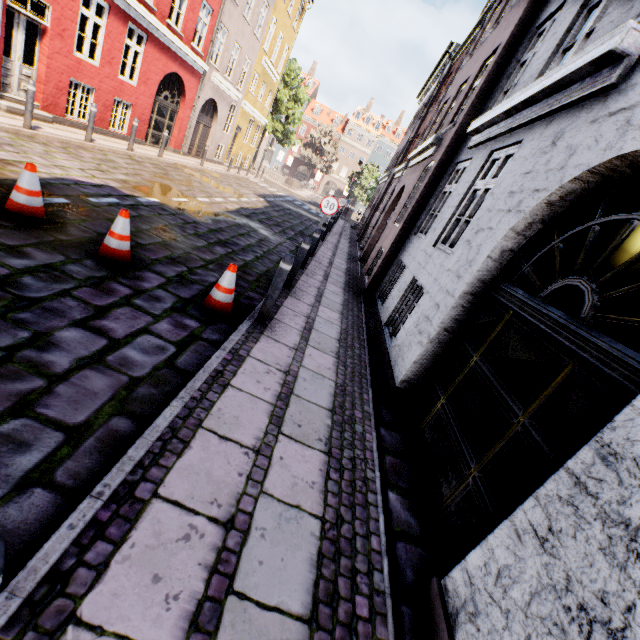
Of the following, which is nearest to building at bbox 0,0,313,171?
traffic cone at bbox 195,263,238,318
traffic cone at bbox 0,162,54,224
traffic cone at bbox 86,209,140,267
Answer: traffic cone at bbox 195,263,238,318

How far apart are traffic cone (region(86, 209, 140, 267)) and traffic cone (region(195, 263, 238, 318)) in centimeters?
106cm

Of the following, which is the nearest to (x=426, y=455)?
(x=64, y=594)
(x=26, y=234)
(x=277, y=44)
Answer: (x=64, y=594)

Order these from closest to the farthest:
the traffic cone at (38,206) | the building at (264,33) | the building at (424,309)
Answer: the building at (424,309) < the traffic cone at (38,206) < the building at (264,33)

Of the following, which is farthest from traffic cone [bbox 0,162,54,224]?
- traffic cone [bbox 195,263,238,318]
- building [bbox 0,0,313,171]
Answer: building [bbox 0,0,313,171]

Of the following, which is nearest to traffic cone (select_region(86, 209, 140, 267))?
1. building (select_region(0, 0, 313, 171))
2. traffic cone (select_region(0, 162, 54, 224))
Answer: traffic cone (select_region(0, 162, 54, 224))

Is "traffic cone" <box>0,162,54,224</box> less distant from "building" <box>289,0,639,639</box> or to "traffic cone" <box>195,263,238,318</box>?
"traffic cone" <box>195,263,238,318</box>

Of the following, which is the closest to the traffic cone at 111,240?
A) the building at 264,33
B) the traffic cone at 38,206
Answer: the traffic cone at 38,206
